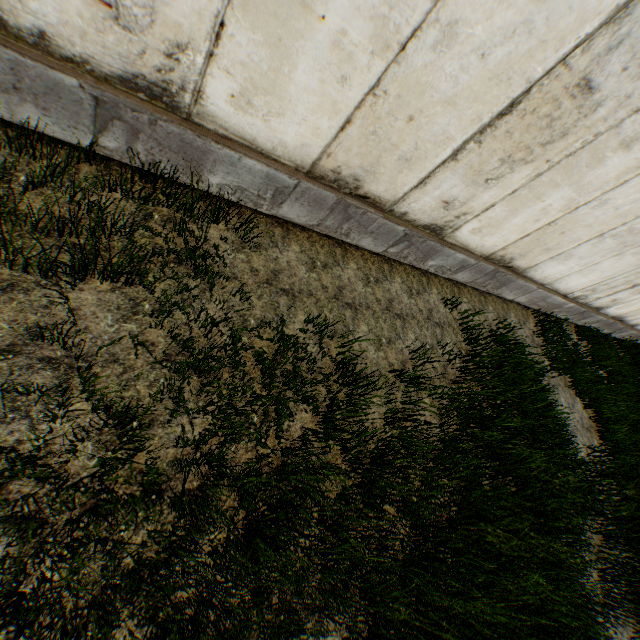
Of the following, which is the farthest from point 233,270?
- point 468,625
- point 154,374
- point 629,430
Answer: point 629,430
